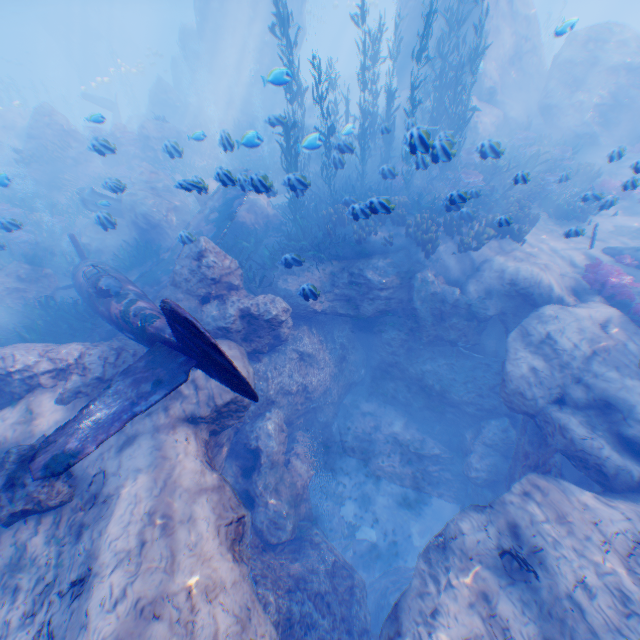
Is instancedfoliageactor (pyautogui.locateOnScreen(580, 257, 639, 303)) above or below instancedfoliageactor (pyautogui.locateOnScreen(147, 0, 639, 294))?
below

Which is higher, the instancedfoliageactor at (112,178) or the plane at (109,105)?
the plane at (109,105)

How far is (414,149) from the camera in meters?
6.2 m

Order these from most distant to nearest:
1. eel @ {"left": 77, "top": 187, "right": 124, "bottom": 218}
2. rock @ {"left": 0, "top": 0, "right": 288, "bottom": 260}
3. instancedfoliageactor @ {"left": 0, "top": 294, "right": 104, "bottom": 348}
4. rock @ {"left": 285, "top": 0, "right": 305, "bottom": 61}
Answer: rock @ {"left": 285, "top": 0, "right": 305, "bottom": 61}
rock @ {"left": 0, "top": 0, "right": 288, "bottom": 260}
eel @ {"left": 77, "top": 187, "right": 124, "bottom": 218}
instancedfoliageactor @ {"left": 0, "top": 294, "right": 104, "bottom": 348}

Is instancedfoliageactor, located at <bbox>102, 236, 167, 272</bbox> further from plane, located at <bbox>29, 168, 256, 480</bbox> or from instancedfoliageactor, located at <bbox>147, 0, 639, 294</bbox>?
instancedfoliageactor, located at <bbox>147, 0, 639, 294</bbox>

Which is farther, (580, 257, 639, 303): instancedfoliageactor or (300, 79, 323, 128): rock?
(300, 79, 323, 128): rock

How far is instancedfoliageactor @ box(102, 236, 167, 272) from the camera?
12.4m
